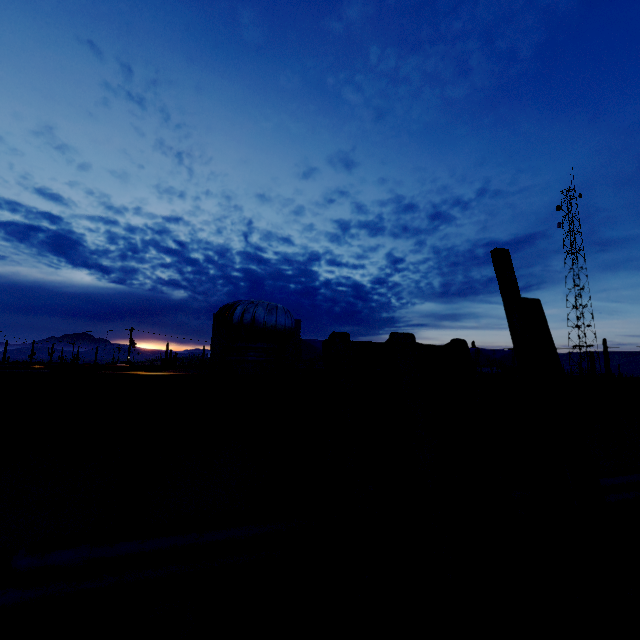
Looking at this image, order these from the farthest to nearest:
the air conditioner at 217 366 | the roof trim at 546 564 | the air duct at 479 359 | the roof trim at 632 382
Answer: the air duct at 479 359 < the air conditioner at 217 366 < the roof trim at 632 382 < the roof trim at 546 564

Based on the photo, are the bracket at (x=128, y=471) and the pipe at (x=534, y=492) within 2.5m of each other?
yes

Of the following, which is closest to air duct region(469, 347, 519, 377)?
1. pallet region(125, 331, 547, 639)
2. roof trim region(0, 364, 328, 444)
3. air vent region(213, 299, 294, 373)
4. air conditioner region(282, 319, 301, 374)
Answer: air conditioner region(282, 319, 301, 374)

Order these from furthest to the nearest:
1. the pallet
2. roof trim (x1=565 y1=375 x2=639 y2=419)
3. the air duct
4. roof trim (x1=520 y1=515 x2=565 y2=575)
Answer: the air duct → roof trim (x1=565 y1=375 x2=639 y2=419) → roof trim (x1=520 y1=515 x2=565 y2=575) → the pallet

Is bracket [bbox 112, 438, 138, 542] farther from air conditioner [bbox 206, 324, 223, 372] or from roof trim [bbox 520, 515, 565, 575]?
air conditioner [bbox 206, 324, 223, 372]

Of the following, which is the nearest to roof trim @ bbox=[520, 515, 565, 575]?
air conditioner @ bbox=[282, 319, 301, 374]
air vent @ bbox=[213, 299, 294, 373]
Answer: air vent @ bbox=[213, 299, 294, 373]

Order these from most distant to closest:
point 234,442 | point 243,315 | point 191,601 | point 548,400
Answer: point 243,315 → point 548,400 → point 234,442 → point 191,601

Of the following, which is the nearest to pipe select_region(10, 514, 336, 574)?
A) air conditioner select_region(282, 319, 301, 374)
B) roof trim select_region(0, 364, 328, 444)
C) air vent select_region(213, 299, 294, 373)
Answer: roof trim select_region(0, 364, 328, 444)
